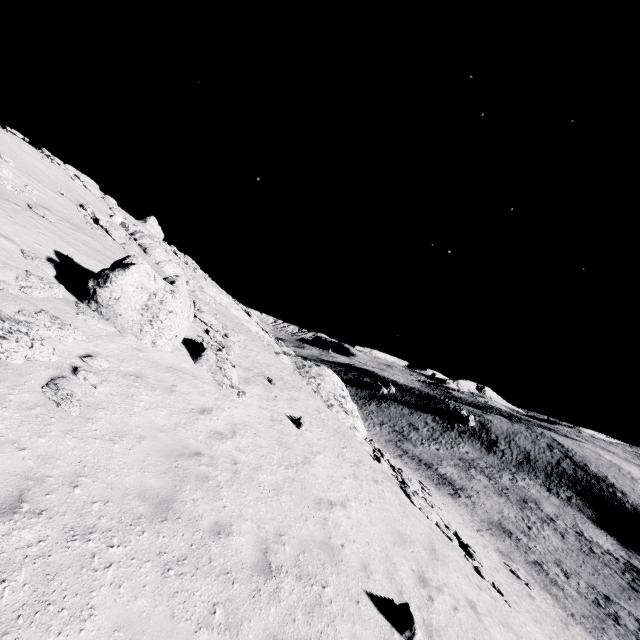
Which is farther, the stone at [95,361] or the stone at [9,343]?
the stone at [95,361]

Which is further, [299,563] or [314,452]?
[314,452]

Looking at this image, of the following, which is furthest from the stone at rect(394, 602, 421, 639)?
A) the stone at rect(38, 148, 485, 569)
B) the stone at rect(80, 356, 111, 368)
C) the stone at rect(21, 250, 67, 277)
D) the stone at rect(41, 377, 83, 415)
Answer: the stone at rect(38, 148, 485, 569)

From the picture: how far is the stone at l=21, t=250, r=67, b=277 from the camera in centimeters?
997cm

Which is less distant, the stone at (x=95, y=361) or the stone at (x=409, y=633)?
the stone at (x=409, y=633)

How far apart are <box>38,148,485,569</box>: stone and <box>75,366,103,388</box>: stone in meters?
10.3

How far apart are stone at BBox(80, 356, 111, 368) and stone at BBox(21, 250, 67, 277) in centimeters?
426cm

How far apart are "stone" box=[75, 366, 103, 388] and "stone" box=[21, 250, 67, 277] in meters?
4.8
